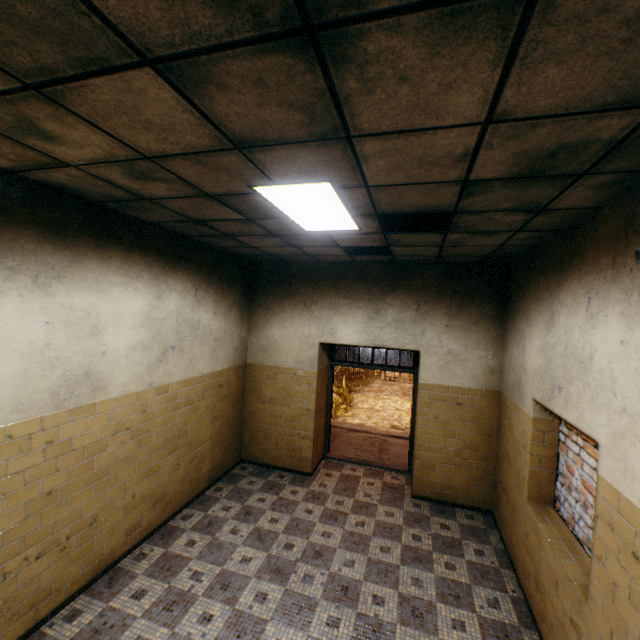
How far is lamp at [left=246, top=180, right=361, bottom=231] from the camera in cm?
242

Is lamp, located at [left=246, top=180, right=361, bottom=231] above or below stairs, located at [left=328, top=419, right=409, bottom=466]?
above

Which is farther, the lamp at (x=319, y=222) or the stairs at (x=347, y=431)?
the stairs at (x=347, y=431)

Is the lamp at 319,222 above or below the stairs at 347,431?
above

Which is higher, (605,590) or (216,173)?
(216,173)

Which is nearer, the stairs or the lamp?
the lamp

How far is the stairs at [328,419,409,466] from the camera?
6.96m
